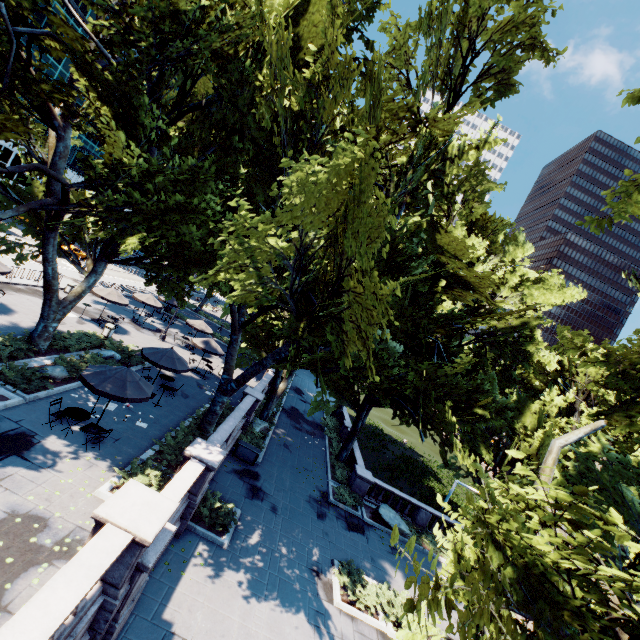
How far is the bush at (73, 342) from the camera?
16.78m

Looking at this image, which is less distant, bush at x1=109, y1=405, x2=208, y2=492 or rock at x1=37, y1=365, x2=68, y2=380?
bush at x1=109, y1=405, x2=208, y2=492

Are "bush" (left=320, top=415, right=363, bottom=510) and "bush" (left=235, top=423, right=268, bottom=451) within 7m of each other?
yes

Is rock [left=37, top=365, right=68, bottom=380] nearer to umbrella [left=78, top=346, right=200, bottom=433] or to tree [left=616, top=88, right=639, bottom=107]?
tree [left=616, top=88, right=639, bottom=107]

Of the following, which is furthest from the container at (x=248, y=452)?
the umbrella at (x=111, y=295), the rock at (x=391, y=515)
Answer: the umbrella at (x=111, y=295)

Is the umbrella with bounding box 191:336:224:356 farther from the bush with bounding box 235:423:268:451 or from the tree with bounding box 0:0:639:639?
the bush with bounding box 235:423:268:451

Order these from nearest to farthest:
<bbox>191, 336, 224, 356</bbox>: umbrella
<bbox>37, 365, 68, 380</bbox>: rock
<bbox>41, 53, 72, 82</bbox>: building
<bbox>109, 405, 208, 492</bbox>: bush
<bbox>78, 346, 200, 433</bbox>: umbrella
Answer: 1. <bbox>109, 405, 208, 492</bbox>: bush
2. <bbox>78, 346, 200, 433</bbox>: umbrella
3. <bbox>37, 365, 68, 380</bbox>: rock
4. <bbox>191, 336, 224, 356</bbox>: umbrella
5. <bbox>41, 53, 72, 82</bbox>: building

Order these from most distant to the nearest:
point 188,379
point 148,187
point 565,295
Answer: point 188,379 → point 565,295 → point 148,187
